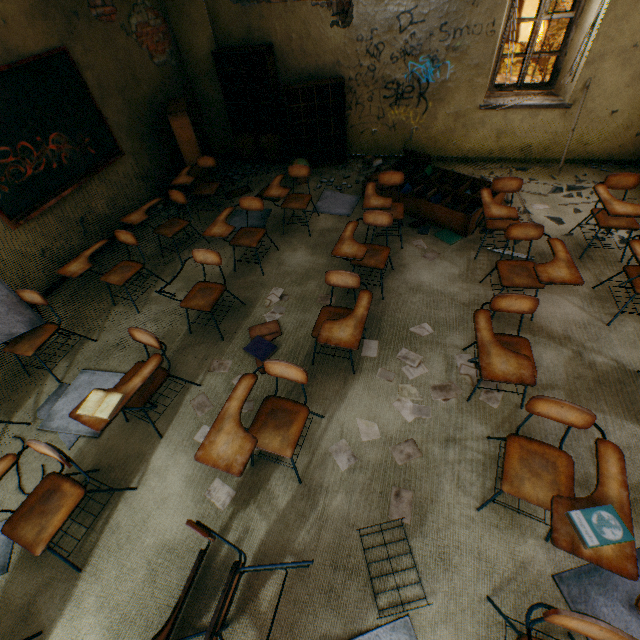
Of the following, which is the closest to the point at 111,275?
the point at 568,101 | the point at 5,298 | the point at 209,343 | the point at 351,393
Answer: the point at 5,298

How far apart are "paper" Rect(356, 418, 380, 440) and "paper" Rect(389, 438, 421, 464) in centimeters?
12cm

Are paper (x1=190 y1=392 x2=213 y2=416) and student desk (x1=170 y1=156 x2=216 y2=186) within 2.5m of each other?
no

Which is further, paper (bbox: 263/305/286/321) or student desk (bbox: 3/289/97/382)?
paper (bbox: 263/305/286/321)

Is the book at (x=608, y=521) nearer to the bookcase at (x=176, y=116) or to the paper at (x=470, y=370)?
the paper at (x=470, y=370)

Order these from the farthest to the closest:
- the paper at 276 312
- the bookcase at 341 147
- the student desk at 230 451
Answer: the bookcase at 341 147, the paper at 276 312, the student desk at 230 451

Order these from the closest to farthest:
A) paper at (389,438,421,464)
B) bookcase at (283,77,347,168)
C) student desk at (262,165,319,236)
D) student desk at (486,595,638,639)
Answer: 1. student desk at (486,595,638,639)
2. paper at (389,438,421,464)
3. student desk at (262,165,319,236)
4. bookcase at (283,77,347,168)

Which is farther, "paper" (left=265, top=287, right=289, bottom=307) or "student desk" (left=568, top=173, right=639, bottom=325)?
"paper" (left=265, top=287, right=289, bottom=307)
